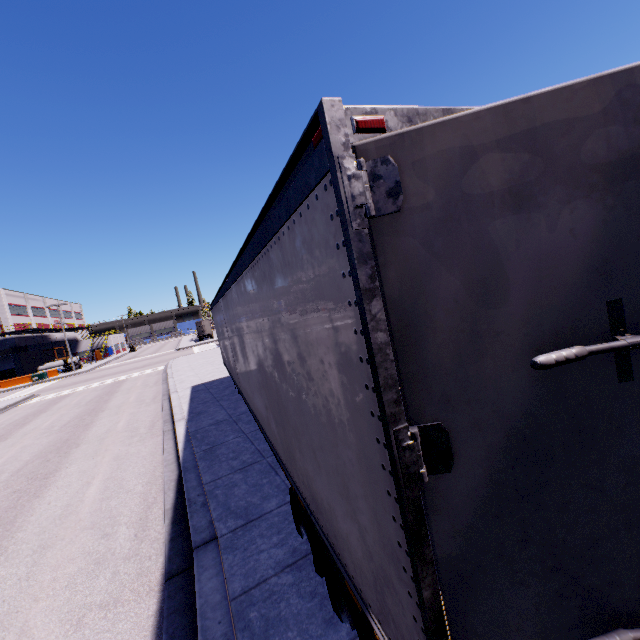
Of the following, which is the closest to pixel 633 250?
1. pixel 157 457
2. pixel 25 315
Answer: pixel 157 457

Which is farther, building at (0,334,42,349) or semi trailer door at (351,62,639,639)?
building at (0,334,42,349)

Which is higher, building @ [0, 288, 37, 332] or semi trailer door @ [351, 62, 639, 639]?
building @ [0, 288, 37, 332]

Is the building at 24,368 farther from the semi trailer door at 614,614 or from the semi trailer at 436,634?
the semi trailer door at 614,614

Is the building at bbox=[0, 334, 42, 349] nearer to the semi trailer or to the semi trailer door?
the semi trailer

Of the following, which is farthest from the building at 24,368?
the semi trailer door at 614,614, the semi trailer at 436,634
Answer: the semi trailer door at 614,614

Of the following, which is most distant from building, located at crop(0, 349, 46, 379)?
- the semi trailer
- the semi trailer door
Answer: the semi trailer door
